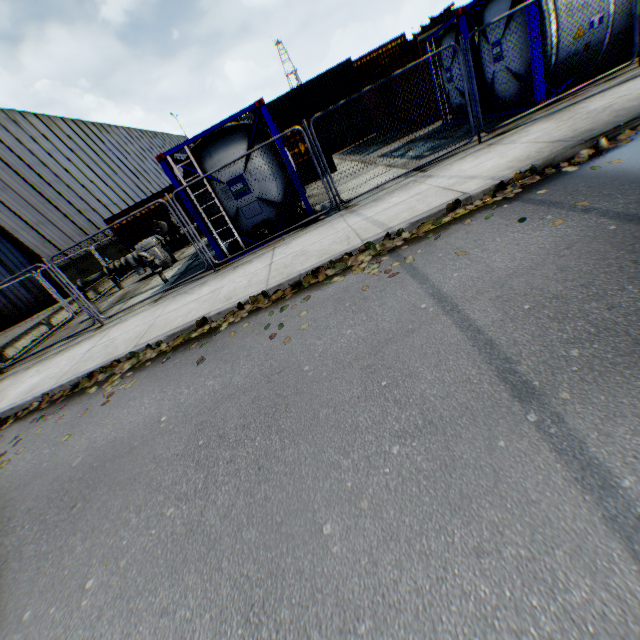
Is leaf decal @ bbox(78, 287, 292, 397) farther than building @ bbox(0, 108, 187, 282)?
No

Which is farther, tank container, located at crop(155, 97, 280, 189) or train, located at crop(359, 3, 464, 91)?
train, located at crop(359, 3, 464, 91)

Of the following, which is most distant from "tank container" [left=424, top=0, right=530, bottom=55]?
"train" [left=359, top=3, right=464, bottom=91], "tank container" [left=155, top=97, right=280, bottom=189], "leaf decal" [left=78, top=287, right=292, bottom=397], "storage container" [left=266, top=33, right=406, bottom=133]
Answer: "storage container" [left=266, top=33, right=406, bottom=133]

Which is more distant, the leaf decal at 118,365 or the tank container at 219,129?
the tank container at 219,129

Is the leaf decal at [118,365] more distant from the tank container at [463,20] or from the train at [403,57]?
the train at [403,57]

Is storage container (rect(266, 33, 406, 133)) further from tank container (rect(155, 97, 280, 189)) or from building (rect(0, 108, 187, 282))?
tank container (rect(155, 97, 280, 189))

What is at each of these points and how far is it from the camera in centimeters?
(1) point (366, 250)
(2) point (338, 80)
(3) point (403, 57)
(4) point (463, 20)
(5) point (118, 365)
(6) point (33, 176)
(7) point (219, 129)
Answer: (1) leaf decal, 547cm
(2) storage container, 2719cm
(3) train, 1589cm
(4) tank container, 959cm
(5) leaf decal, 614cm
(6) building, 1880cm
(7) tank container, 784cm

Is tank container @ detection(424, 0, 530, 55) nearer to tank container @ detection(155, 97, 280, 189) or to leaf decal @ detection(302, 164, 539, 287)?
leaf decal @ detection(302, 164, 539, 287)
